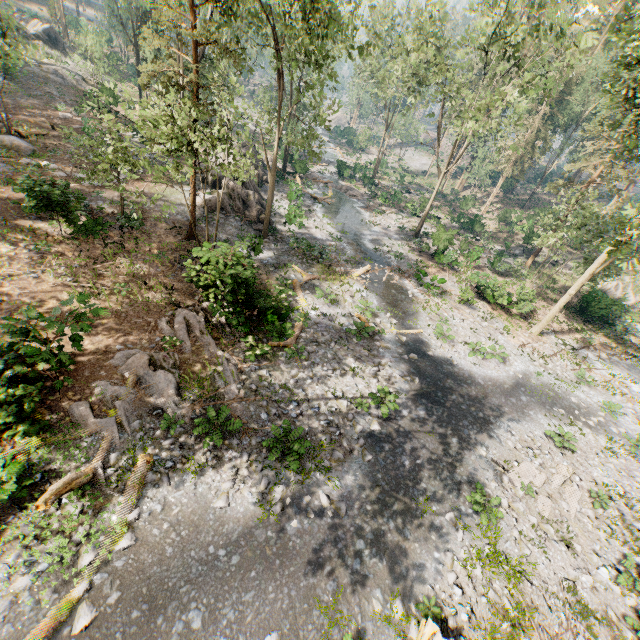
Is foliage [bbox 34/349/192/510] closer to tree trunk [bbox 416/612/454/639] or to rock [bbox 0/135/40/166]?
tree trunk [bbox 416/612/454/639]

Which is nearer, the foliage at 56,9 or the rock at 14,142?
the rock at 14,142

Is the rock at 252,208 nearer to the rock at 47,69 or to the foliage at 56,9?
the foliage at 56,9

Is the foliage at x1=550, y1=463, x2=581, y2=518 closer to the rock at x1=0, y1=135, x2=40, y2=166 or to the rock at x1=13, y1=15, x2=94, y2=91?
the rock at x1=13, y1=15, x2=94, y2=91

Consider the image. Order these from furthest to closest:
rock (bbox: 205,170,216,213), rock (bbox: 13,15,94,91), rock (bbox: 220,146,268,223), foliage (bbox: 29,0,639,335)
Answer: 1. rock (bbox: 13,15,94,91)
2. rock (bbox: 220,146,268,223)
3. rock (bbox: 205,170,216,213)
4. foliage (bbox: 29,0,639,335)

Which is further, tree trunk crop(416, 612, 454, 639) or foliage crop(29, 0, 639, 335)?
foliage crop(29, 0, 639, 335)

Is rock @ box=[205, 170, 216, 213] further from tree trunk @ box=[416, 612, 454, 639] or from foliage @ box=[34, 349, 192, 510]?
tree trunk @ box=[416, 612, 454, 639]

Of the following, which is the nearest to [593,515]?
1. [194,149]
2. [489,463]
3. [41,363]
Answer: [489,463]
